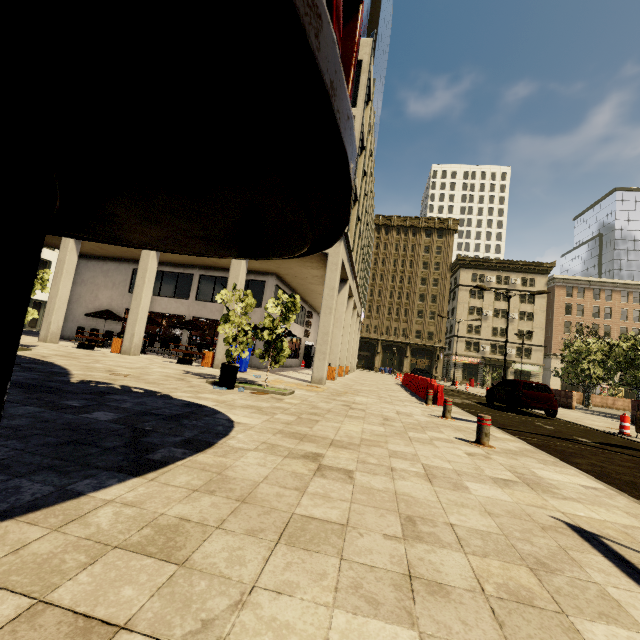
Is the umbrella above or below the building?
below

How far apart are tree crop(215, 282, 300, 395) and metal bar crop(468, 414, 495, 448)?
6.2m

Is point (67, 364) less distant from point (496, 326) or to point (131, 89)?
point (131, 89)

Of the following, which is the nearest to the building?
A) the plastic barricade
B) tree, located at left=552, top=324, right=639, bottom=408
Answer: tree, located at left=552, top=324, right=639, bottom=408

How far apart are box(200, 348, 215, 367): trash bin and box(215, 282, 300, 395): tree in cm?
513

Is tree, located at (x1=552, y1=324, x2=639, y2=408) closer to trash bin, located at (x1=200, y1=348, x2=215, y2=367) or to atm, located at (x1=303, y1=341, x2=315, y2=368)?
atm, located at (x1=303, y1=341, x2=315, y2=368)

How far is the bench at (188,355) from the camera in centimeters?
1479cm

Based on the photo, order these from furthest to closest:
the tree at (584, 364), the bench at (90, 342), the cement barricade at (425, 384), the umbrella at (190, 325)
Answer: the tree at (584, 364) → the umbrella at (190, 325) → the bench at (90, 342) → the cement barricade at (425, 384)
